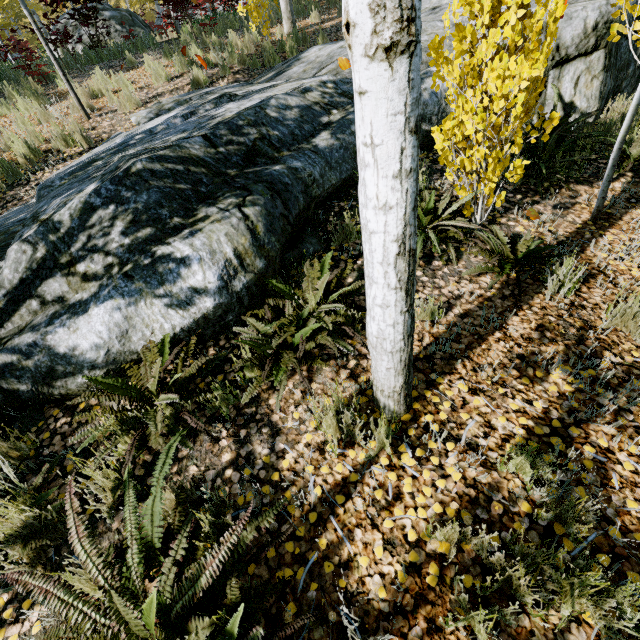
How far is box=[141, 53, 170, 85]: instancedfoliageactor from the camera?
7.2m

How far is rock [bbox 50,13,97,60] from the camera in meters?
9.2

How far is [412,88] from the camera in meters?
1.0

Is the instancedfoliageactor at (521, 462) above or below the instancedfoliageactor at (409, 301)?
below

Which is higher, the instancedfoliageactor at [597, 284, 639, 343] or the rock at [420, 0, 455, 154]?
the rock at [420, 0, 455, 154]

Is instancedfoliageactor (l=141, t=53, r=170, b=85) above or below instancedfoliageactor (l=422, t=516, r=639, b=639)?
above

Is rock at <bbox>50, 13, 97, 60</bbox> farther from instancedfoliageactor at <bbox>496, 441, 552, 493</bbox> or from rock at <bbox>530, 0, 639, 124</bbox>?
rock at <bbox>530, 0, 639, 124</bbox>
